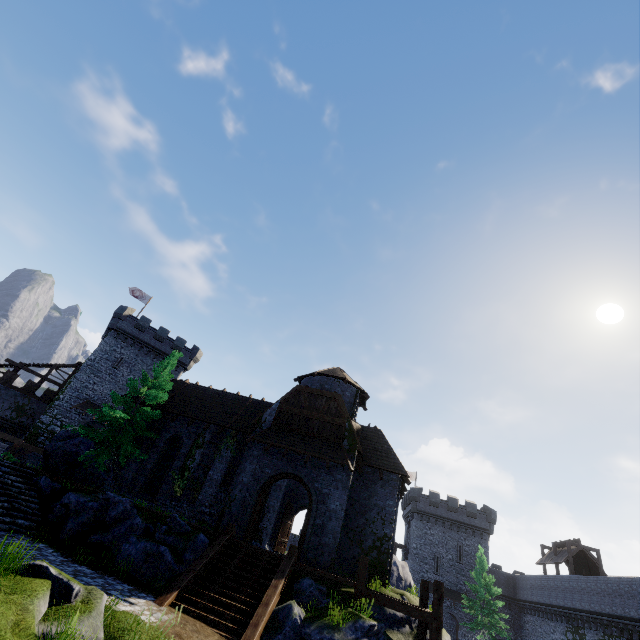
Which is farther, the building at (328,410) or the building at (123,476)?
the building at (123,476)

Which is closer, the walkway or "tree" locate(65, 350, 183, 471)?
the walkway

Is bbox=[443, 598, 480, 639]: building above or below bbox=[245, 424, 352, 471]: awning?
below

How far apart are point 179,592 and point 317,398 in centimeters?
1182cm

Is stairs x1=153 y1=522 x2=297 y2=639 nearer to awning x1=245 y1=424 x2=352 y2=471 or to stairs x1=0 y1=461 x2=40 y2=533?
awning x1=245 y1=424 x2=352 y2=471

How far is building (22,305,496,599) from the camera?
17.94m

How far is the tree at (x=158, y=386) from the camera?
19.2 meters

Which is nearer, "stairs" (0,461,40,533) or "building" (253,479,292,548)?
"stairs" (0,461,40,533)
